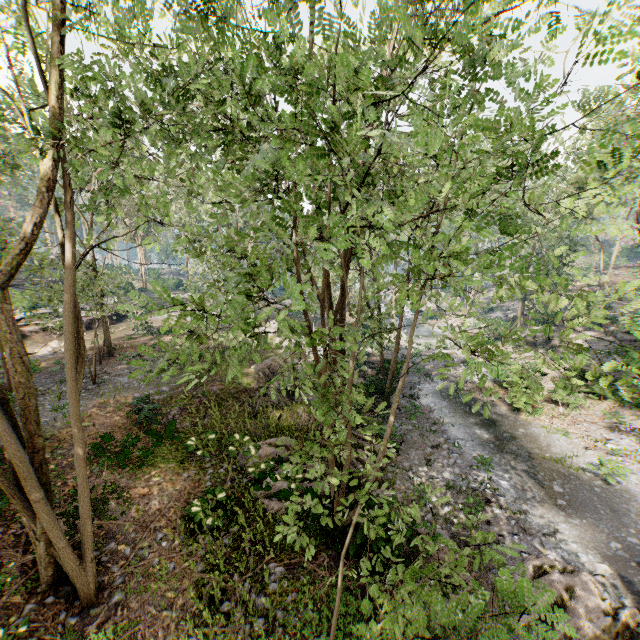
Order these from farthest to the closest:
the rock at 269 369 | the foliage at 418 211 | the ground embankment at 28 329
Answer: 1. the ground embankment at 28 329
2. the rock at 269 369
3. the foliage at 418 211

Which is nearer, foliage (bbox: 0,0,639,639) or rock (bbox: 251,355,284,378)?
foliage (bbox: 0,0,639,639)

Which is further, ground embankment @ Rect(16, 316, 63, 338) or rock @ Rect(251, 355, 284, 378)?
ground embankment @ Rect(16, 316, 63, 338)

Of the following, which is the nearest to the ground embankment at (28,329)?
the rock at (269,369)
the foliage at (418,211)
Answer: the foliage at (418,211)

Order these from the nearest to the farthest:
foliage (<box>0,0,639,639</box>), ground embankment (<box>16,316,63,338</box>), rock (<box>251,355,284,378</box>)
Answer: foliage (<box>0,0,639,639</box>), rock (<box>251,355,284,378</box>), ground embankment (<box>16,316,63,338</box>)

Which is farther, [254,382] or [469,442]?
[254,382]

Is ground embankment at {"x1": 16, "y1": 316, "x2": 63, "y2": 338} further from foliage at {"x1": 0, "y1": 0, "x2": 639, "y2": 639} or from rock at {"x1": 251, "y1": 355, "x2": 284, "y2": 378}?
rock at {"x1": 251, "y1": 355, "x2": 284, "y2": 378}
